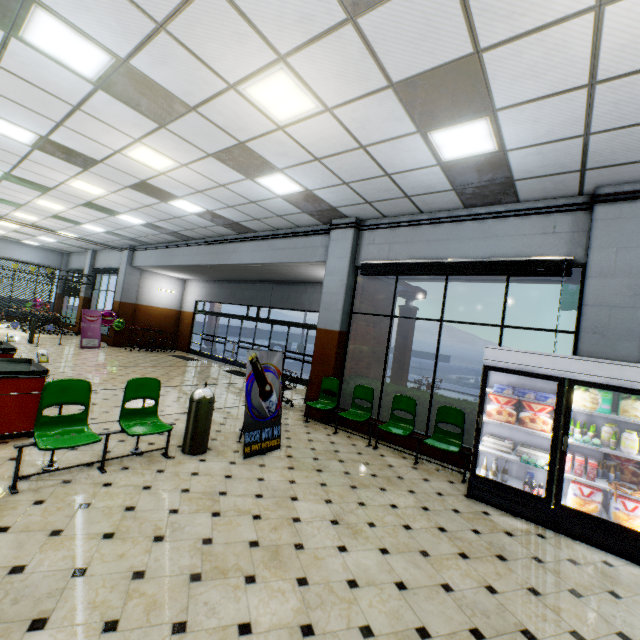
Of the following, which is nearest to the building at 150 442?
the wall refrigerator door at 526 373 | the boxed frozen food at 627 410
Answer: the wall refrigerator door at 526 373

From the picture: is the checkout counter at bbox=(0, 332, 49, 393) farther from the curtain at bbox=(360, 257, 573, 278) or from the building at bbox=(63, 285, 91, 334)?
the curtain at bbox=(360, 257, 573, 278)

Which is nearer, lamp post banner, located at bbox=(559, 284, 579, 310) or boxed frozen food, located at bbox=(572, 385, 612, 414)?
boxed frozen food, located at bbox=(572, 385, 612, 414)

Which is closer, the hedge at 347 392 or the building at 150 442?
the building at 150 442

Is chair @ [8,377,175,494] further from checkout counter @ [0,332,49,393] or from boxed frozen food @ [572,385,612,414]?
boxed frozen food @ [572,385,612,414]

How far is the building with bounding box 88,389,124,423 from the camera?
5.9m

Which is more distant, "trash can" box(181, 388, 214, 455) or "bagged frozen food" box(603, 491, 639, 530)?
"trash can" box(181, 388, 214, 455)

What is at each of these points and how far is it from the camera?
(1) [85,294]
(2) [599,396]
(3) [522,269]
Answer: (1) building, 18.6m
(2) boxed frozen food, 4.2m
(3) curtain, 5.6m
